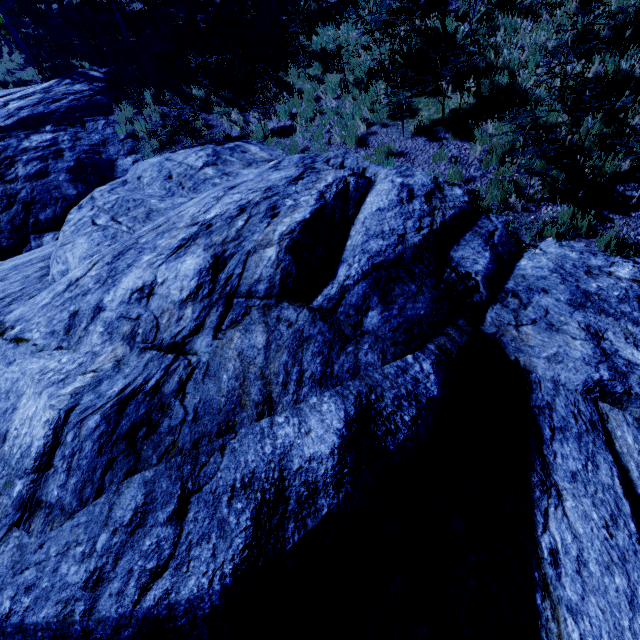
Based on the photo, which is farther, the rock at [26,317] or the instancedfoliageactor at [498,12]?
the instancedfoliageactor at [498,12]

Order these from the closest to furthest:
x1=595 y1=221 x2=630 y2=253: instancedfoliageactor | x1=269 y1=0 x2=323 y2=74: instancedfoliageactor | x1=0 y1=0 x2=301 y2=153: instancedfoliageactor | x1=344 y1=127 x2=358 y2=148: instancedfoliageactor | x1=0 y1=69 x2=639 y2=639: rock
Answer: x1=0 y1=69 x2=639 y2=639: rock → x1=595 y1=221 x2=630 y2=253: instancedfoliageactor → x1=344 y1=127 x2=358 y2=148: instancedfoliageactor → x1=269 y1=0 x2=323 y2=74: instancedfoliageactor → x1=0 y1=0 x2=301 y2=153: instancedfoliageactor

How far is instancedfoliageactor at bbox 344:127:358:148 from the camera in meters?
8.0

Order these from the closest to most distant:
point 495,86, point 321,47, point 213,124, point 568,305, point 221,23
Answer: Result: point 568,305, point 495,86, point 321,47, point 213,124, point 221,23

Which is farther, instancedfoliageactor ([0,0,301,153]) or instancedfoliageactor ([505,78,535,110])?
instancedfoliageactor ([0,0,301,153])

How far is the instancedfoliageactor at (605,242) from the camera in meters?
4.8
